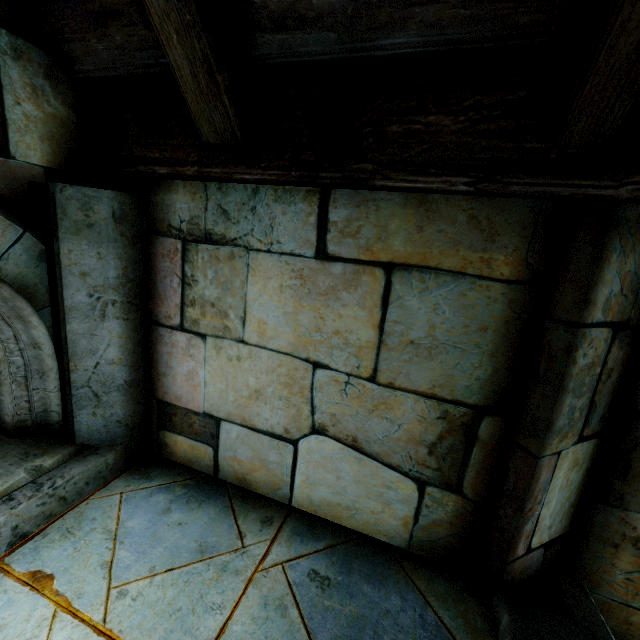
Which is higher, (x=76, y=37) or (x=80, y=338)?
(x=76, y=37)
